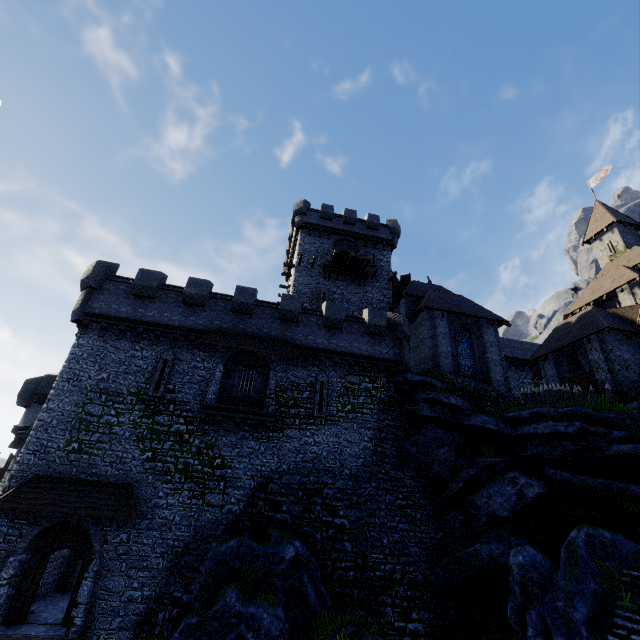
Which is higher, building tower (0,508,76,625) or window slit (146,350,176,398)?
window slit (146,350,176,398)

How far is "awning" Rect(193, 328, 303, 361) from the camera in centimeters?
1863cm

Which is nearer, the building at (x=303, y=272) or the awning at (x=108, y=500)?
the awning at (x=108, y=500)

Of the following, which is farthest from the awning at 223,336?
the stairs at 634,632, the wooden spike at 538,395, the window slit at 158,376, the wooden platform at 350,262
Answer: the wooden spike at 538,395

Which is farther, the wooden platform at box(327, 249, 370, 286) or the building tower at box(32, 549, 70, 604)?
the wooden platform at box(327, 249, 370, 286)

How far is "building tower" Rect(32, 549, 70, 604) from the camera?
16.1m

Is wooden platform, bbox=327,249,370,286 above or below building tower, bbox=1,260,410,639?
above

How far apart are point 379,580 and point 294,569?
4.62m
